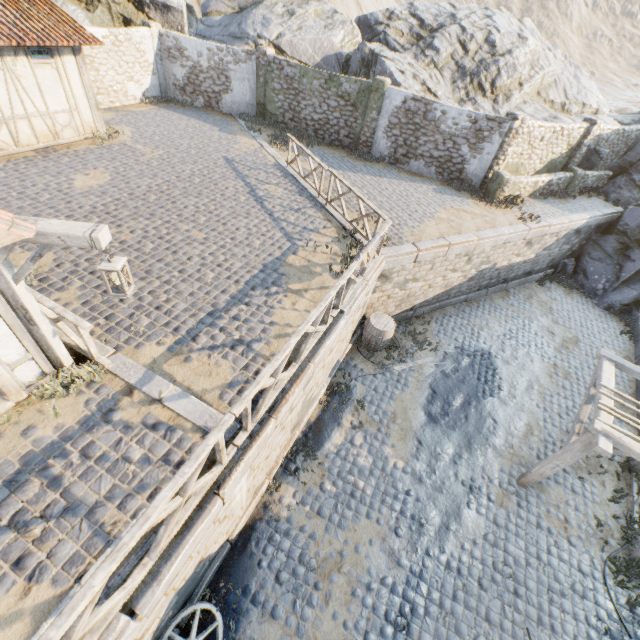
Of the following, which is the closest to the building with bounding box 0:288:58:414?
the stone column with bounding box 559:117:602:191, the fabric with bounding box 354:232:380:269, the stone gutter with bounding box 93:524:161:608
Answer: the stone gutter with bounding box 93:524:161:608

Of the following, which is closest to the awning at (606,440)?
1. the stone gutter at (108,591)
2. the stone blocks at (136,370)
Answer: the stone blocks at (136,370)

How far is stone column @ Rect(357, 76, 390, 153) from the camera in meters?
14.3

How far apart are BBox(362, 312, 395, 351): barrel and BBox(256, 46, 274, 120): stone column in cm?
1355

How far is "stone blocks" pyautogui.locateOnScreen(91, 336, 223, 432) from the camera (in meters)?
5.32

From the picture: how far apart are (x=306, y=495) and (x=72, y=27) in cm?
1651

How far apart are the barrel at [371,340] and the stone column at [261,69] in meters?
13.5

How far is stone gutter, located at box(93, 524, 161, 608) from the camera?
3.68m
